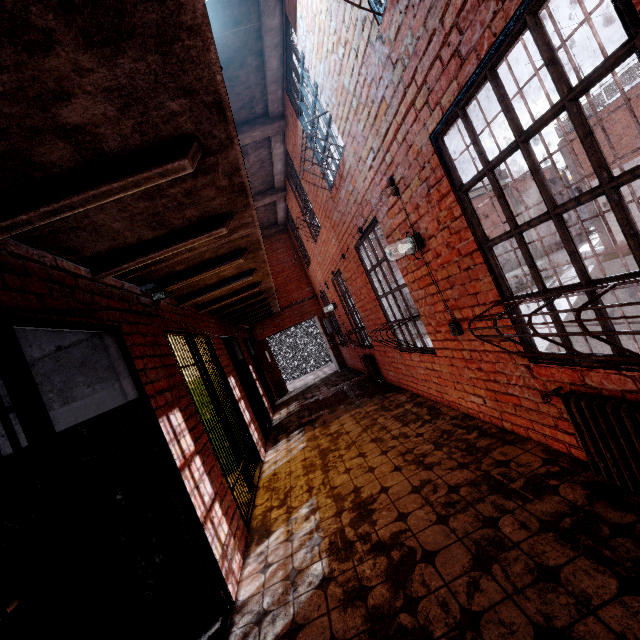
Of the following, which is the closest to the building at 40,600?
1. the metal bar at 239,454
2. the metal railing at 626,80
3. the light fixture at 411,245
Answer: the metal bar at 239,454

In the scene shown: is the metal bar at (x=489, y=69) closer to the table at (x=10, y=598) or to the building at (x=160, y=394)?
the building at (x=160, y=394)

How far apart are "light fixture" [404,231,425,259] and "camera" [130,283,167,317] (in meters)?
2.22

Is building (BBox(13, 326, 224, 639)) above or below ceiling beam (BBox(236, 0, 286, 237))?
below

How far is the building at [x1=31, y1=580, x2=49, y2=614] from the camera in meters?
2.5 m

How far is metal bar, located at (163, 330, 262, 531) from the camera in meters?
3.7

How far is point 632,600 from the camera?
1.48m

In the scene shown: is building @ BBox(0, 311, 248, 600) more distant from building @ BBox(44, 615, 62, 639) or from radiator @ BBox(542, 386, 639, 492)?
radiator @ BBox(542, 386, 639, 492)
